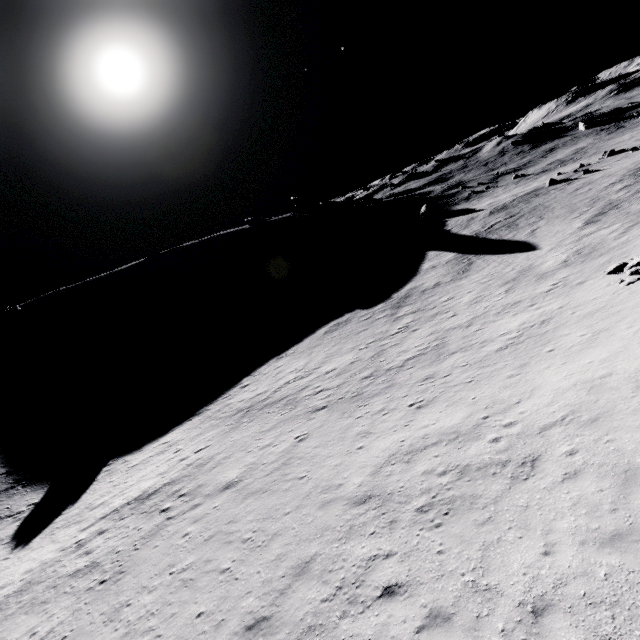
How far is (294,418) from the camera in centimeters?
2039cm
